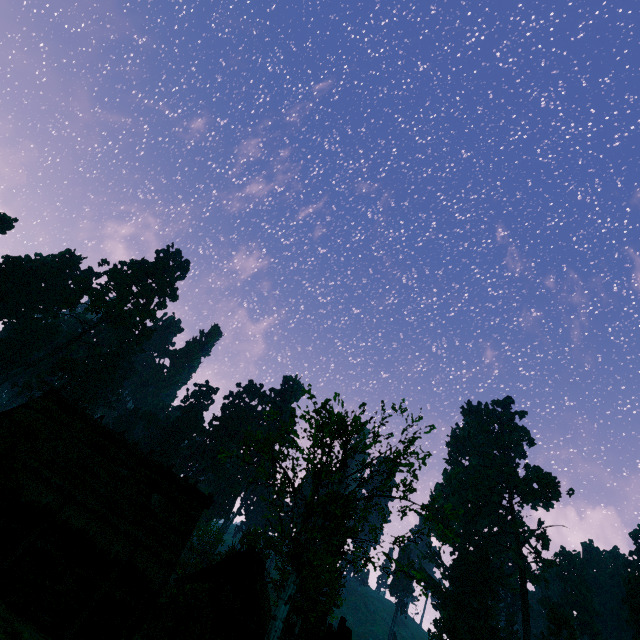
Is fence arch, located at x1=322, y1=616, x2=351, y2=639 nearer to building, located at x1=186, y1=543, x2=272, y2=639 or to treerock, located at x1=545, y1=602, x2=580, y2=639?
treerock, located at x1=545, y1=602, x2=580, y2=639

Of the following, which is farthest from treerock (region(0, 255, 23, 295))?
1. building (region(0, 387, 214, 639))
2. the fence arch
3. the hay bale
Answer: the fence arch

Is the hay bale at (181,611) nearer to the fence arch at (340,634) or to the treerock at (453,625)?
the treerock at (453,625)

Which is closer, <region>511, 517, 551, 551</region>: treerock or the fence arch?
the fence arch

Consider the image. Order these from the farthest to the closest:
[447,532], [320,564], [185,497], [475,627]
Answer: [475,627], [320,564], [185,497], [447,532]

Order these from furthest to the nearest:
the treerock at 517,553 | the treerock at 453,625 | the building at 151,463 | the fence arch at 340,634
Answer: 1. the treerock at 517,553
2. the treerock at 453,625
3. the building at 151,463
4. the fence arch at 340,634

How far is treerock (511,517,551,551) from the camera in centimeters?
5516cm

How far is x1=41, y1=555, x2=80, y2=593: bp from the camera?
14.2m
